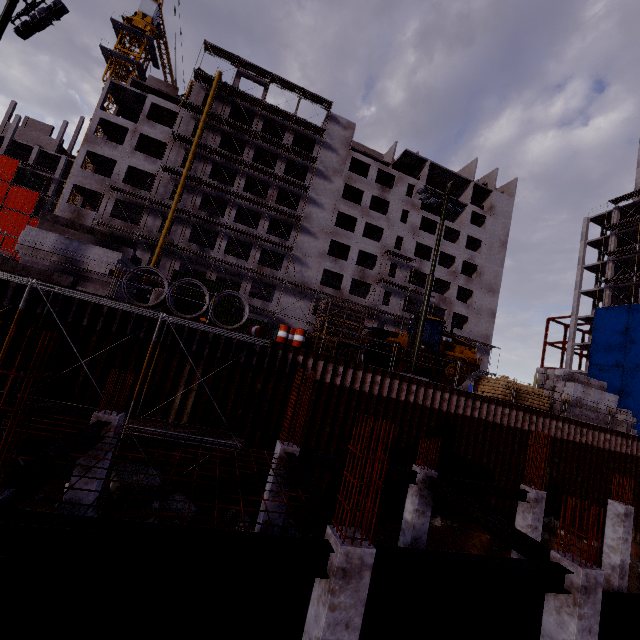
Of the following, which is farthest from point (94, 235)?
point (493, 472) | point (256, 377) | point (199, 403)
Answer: point (493, 472)

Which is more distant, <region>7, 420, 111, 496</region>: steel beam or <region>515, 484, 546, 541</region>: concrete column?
<region>515, 484, 546, 541</region>: concrete column

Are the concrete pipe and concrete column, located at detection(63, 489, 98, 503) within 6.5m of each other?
yes

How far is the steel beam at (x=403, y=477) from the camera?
10.68m

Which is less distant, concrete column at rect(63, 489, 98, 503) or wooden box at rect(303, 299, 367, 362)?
concrete column at rect(63, 489, 98, 503)

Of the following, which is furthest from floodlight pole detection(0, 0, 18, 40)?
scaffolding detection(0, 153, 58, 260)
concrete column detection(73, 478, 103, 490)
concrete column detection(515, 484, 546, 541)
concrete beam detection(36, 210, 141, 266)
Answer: concrete column detection(515, 484, 546, 541)

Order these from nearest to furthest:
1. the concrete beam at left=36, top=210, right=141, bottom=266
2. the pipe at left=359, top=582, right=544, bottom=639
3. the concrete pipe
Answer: the pipe at left=359, top=582, right=544, bottom=639, the concrete pipe, the concrete beam at left=36, top=210, right=141, bottom=266

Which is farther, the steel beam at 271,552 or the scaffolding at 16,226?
the scaffolding at 16,226
